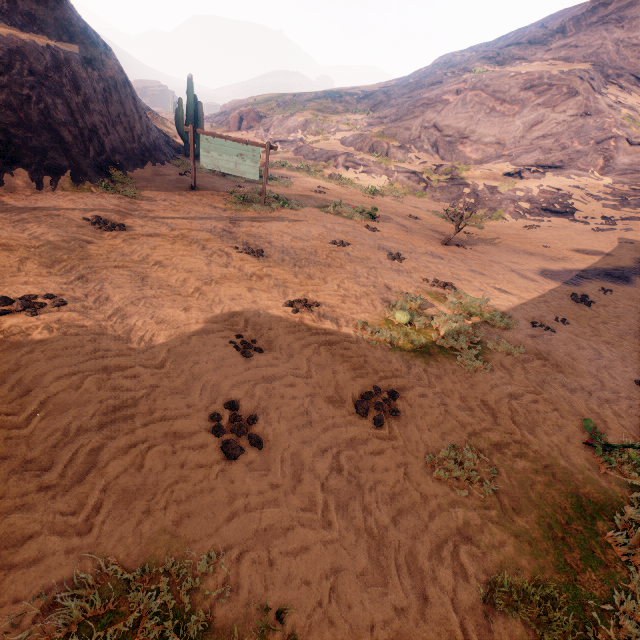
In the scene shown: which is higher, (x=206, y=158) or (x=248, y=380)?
(x=206, y=158)

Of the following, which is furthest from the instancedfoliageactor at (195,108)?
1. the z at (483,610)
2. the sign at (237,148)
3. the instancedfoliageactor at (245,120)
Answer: the instancedfoliageactor at (245,120)

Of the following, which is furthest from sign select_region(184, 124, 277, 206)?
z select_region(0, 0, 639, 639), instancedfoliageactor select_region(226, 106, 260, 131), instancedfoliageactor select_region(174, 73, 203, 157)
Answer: instancedfoliageactor select_region(226, 106, 260, 131)

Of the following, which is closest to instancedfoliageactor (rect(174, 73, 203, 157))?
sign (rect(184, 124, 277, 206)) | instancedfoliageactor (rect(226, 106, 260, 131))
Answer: sign (rect(184, 124, 277, 206))

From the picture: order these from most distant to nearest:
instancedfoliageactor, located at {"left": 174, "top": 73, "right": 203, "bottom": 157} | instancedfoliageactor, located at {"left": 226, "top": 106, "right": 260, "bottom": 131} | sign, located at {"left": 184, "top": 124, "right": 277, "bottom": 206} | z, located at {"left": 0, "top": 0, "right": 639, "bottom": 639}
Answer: instancedfoliageactor, located at {"left": 226, "top": 106, "right": 260, "bottom": 131} → instancedfoliageactor, located at {"left": 174, "top": 73, "right": 203, "bottom": 157} → sign, located at {"left": 184, "top": 124, "right": 277, "bottom": 206} → z, located at {"left": 0, "top": 0, "right": 639, "bottom": 639}

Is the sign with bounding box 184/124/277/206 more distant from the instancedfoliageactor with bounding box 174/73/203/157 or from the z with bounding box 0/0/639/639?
the instancedfoliageactor with bounding box 174/73/203/157

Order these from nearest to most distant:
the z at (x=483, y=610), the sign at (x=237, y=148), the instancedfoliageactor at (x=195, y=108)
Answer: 1. the z at (x=483, y=610)
2. the sign at (x=237, y=148)
3. the instancedfoliageactor at (x=195, y=108)
